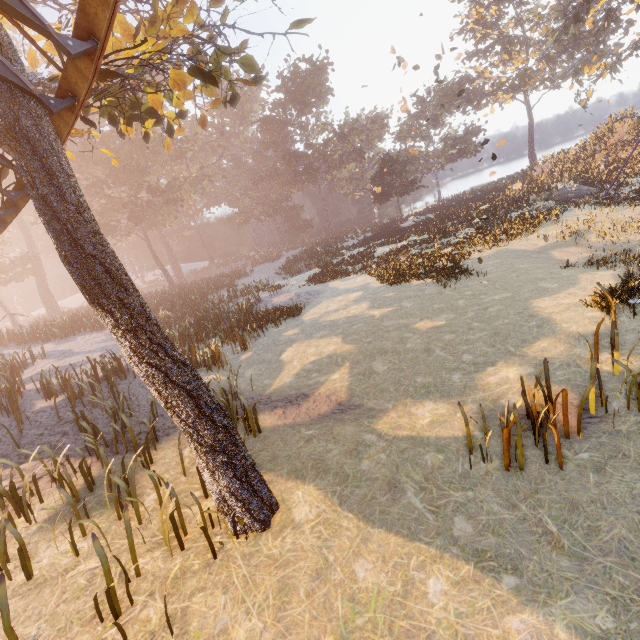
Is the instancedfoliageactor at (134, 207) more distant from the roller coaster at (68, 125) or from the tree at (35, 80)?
the roller coaster at (68, 125)

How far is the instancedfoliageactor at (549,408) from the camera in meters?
5.0 m

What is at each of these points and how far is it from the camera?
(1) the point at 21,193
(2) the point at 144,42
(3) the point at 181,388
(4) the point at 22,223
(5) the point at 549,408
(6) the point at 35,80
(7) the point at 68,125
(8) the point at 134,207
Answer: (1) roller coaster, 5.50m
(2) tree, 6.19m
(3) tree, 4.54m
(4) instancedfoliageactor, 39.69m
(5) instancedfoliageactor, 6.05m
(6) tree, 4.47m
(7) roller coaster, 4.22m
(8) instancedfoliageactor, 37.25m

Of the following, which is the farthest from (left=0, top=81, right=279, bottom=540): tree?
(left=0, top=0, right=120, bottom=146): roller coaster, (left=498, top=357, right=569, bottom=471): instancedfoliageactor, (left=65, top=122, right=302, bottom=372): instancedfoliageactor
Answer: (left=65, top=122, right=302, bottom=372): instancedfoliageactor
